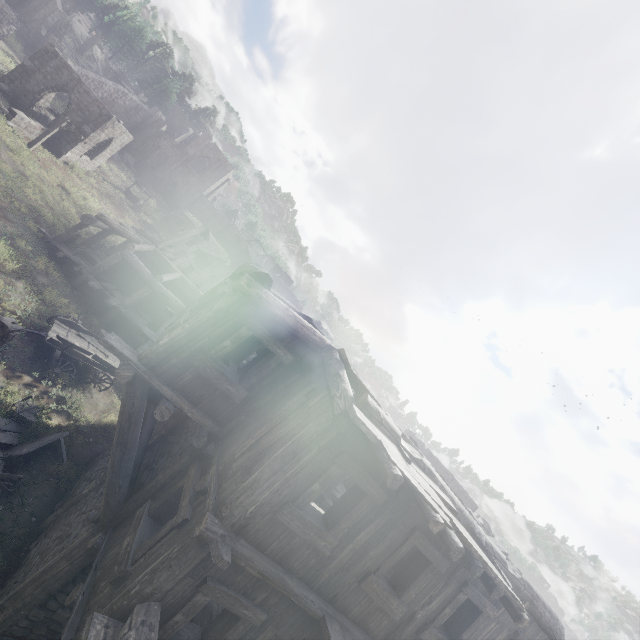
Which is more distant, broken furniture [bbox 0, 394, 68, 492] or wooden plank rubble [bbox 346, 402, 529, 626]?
broken furniture [bbox 0, 394, 68, 492]

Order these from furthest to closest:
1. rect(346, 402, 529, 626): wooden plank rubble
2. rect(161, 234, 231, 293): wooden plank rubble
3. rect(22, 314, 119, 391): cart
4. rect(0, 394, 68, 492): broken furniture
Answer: rect(161, 234, 231, 293): wooden plank rubble
rect(22, 314, 119, 391): cart
rect(0, 394, 68, 492): broken furniture
rect(346, 402, 529, 626): wooden plank rubble

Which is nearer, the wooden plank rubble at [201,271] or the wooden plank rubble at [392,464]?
the wooden plank rubble at [392,464]

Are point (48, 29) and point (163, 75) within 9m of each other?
no

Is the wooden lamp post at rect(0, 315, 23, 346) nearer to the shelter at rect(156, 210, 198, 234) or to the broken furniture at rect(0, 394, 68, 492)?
the broken furniture at rect(0, 394, 68, 492)

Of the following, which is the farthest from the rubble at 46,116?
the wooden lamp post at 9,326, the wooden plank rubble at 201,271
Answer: the wooden lamp post at 9,326

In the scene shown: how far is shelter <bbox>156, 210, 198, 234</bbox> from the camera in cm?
3956

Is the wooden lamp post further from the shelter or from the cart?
the shelter
